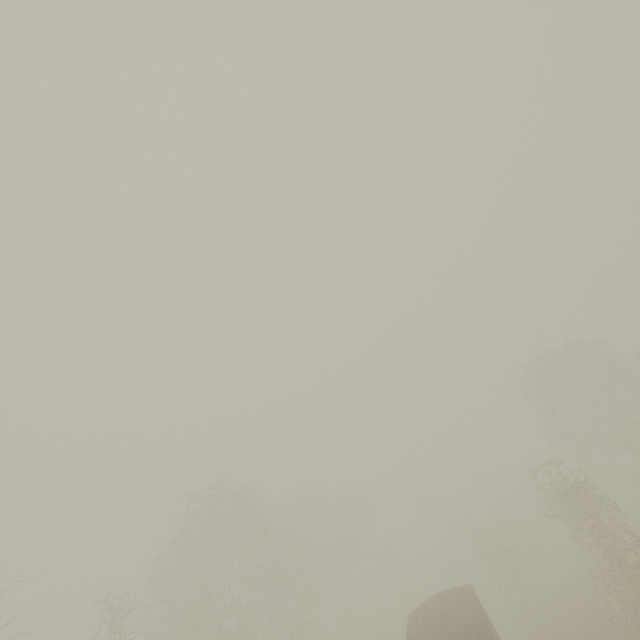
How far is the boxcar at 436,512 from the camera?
55.5 meters

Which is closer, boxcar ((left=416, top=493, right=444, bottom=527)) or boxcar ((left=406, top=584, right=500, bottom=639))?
boxcar ((left=406, top=584, right=500, bottom=639))

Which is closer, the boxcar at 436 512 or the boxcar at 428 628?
the boxcar at 428 628

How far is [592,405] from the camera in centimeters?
2973cm

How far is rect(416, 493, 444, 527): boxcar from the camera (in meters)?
55.50
